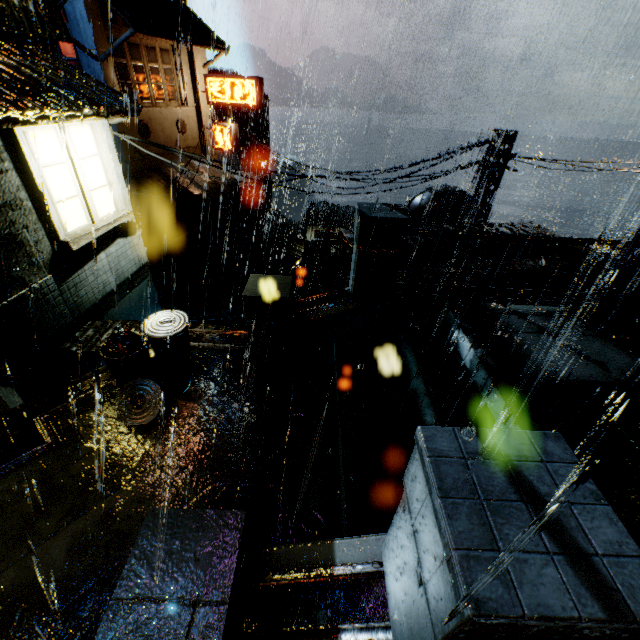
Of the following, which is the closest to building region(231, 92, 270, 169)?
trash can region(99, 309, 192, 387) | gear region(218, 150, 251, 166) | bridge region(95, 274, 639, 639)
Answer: bridge region(95, 274, 639, 639)

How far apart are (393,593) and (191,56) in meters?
27.1 m

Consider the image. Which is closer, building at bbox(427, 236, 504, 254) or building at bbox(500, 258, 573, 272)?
building at bbox(500, 258, 573, 272)

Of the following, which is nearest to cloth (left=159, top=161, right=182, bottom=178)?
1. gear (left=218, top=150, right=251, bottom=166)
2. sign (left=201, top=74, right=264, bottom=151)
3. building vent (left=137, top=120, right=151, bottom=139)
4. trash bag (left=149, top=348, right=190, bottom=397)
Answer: sign (left=201, top=74, right=264, bottom=151)

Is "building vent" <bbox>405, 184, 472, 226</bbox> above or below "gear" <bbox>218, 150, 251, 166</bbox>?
above

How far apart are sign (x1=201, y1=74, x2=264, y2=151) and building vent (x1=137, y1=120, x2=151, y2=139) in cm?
496

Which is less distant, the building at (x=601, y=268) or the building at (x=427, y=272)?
the building at (x=427, y=272)

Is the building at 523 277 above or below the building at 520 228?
below
